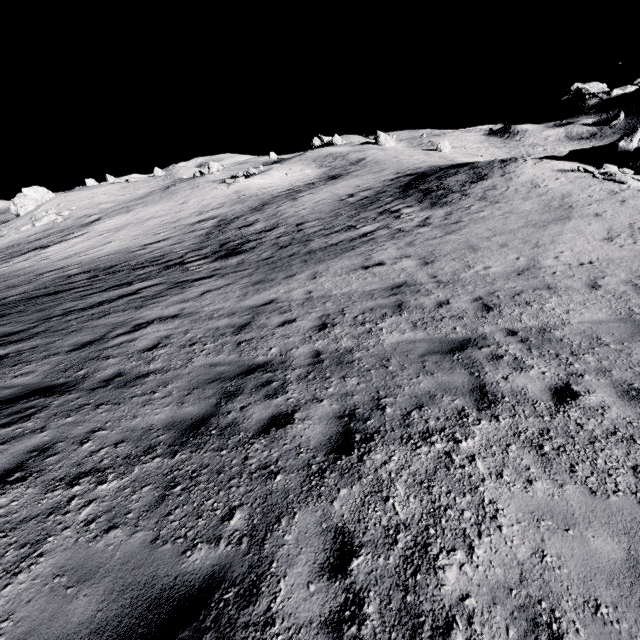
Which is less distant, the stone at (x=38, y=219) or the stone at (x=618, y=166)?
the stone at (x=618, y=166)

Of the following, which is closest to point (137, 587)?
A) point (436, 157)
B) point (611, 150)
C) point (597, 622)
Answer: point (597, 622)

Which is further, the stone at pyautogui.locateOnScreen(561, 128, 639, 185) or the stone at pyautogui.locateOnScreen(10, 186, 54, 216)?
the stone at pyautogui.locateOnScreen(10, 186, 54, 216)

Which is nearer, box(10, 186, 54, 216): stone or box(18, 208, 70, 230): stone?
box(18, 208, 70, 230): stone

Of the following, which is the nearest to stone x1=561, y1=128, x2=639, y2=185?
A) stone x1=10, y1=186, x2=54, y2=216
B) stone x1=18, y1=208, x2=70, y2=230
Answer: stone x1=18, y1=208, x2=70, y2=230

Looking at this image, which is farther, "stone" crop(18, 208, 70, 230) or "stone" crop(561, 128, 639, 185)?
"stone" crop(18, 208, 70, 230)

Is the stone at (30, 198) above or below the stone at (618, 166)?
above
